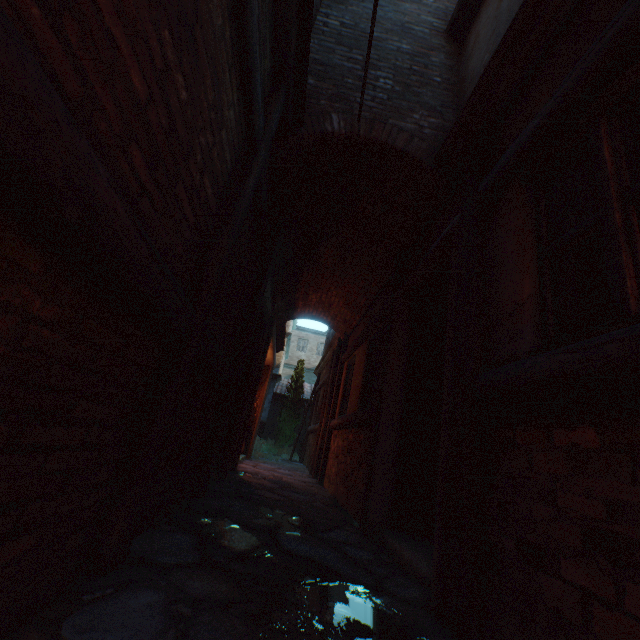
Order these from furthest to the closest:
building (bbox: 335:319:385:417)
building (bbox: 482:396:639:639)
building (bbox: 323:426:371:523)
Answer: building (bbox: 335:319:385:417) → building (bbox: 323:426:371:523) → building (bbox: 482:396:639:639)

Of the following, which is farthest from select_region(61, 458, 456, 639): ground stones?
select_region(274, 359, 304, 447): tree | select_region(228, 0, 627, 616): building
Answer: select_region(274, 359, 304, 447): tree

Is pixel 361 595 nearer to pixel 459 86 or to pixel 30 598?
pixel 30 598

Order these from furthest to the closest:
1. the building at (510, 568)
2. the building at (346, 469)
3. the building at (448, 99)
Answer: the building at (346, 469), the building at (448, 99), the building at (510, 568)

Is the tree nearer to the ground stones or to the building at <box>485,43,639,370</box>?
the building at <box>485,43,639,370</box>

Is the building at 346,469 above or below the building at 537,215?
below
